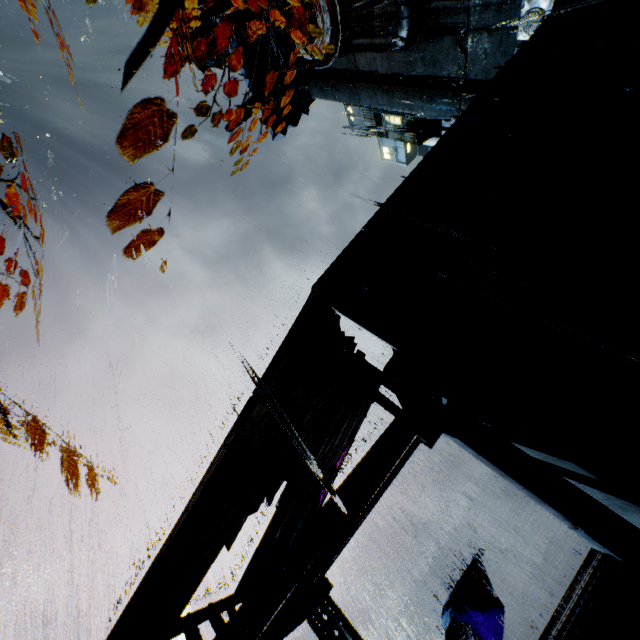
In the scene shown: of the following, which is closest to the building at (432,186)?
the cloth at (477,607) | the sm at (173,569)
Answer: the sm at (173,569)

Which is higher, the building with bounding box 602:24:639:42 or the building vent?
the building vent

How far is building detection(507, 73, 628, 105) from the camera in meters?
7.1 m

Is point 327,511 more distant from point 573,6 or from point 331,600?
point 573,6

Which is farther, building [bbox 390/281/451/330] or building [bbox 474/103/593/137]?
building [bbox 474/103/593/137]

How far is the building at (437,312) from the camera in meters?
6.1 m

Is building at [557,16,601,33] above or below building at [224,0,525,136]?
below

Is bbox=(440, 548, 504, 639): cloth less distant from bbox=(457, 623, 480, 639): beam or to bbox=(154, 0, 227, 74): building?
bbox=(457, 623, 480, 639): beam
